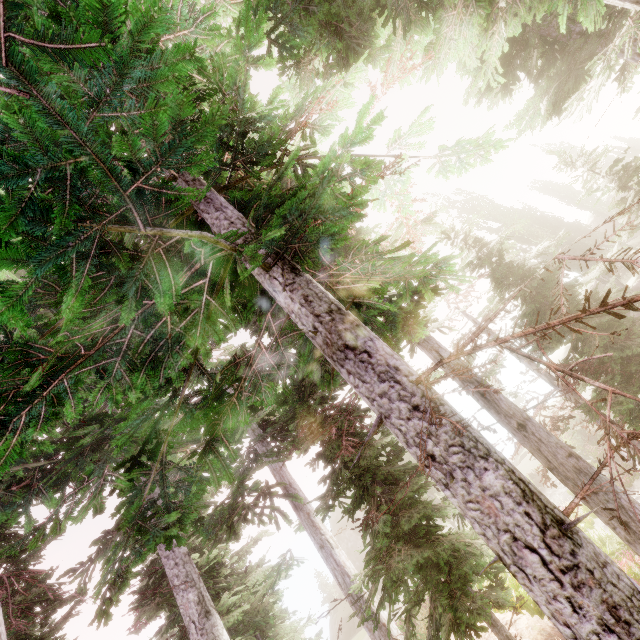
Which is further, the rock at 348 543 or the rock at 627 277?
the rock at 348 543

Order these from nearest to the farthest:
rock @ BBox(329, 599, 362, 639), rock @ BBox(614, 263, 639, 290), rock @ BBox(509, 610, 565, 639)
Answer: rock @ BBox(509, 610, 565, 639) → rock @ BBox(614, 263, 639, 290) → rock @ BBox(329, 599, 362, 639)

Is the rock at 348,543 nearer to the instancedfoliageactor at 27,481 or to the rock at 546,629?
the instancedfoliageactor at 27,481

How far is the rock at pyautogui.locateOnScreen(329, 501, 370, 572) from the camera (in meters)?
40.34

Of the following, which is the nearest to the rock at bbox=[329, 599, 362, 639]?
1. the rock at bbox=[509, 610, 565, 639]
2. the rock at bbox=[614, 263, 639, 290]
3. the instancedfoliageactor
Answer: the instancedfoliageactor

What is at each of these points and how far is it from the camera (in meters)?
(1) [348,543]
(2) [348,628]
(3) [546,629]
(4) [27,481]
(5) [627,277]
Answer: (1) rock, 41.69
(2) rock, 34.72
(3) rock, 8.39
(4) instancedfoliageactor, 9.04
(5) rock, 34.66

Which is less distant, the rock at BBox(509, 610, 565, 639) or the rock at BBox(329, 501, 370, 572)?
the rock at BBox(509, 610, 565, 639)
